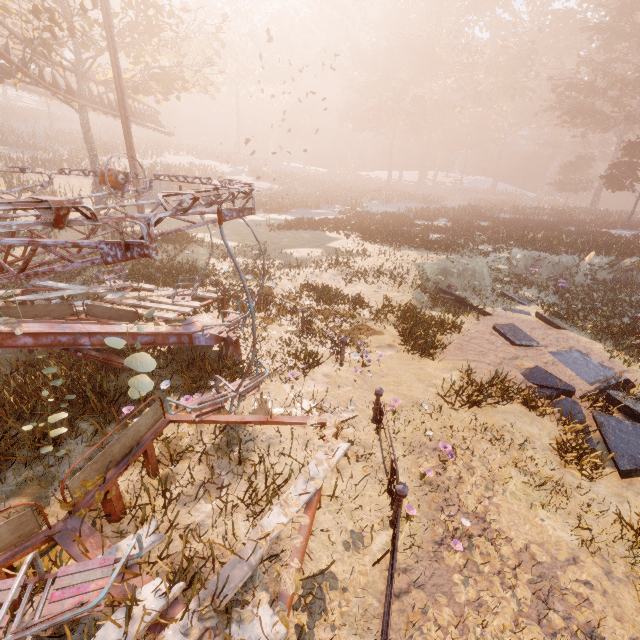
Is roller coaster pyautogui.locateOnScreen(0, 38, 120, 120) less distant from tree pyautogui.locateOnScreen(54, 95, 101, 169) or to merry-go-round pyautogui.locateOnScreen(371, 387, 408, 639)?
tree pyautogui.locateOnScreen(54, 95, 101, 169)

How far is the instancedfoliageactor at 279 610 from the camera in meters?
2.8 m

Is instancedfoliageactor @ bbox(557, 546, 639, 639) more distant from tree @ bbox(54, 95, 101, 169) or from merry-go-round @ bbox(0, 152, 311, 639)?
tree @ bbox(54, 95, 101, 169)

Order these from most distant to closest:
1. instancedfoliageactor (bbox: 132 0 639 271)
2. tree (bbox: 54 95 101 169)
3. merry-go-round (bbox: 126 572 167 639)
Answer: instancedfoliageactor (bbox: 132 0 639 271), tree (bbox: 54 95 101 169), merry-go-round (bbox: 126 572 167 639)

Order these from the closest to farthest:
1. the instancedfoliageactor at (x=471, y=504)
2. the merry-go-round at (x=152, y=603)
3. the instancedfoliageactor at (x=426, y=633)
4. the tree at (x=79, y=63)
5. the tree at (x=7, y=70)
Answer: the merry-go-round at (x=152, y=603)
the instancedfoliageactor at (x=426, y=633)
the instancedfoliageactor at (x=471, y=504)
the tree at (x=79, y=63)
the tree at (x=7, y=70)

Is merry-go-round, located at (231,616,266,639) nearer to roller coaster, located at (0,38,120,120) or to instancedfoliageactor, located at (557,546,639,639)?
instancedfoliageactor, located at (557,546,639,639)

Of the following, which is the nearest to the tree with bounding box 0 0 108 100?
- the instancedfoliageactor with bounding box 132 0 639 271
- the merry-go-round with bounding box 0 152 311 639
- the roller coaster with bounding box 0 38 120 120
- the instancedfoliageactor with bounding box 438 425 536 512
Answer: the roller coaster with bounding box 0 38 120 120

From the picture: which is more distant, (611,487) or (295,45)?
(295,45)
